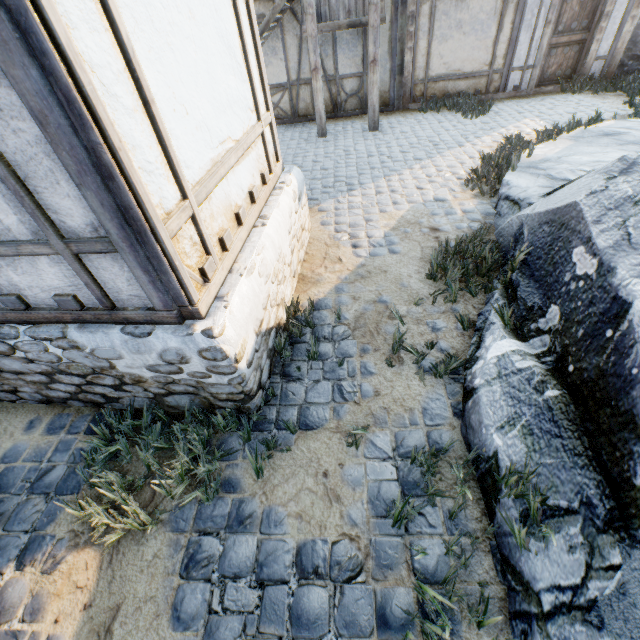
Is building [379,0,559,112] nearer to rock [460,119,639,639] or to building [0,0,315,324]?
rock [460,119,639,639]

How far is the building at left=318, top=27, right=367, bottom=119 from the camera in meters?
8.7

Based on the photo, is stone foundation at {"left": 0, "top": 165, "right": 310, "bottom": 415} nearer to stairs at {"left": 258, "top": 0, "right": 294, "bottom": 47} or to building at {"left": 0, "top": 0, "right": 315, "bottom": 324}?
building at {"left": 0, "top": 0, "right": 315, "bottom": 324}

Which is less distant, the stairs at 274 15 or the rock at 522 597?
the rock at 522 597

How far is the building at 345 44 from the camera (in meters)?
8.67

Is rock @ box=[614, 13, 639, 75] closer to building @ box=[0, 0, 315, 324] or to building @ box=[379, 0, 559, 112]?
building @ box=[379, 0, 559, 112]

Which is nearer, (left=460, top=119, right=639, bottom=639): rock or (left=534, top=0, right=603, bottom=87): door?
(left=460, top=119, right=639, bottom=639): rock

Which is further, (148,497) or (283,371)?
(283,371)
